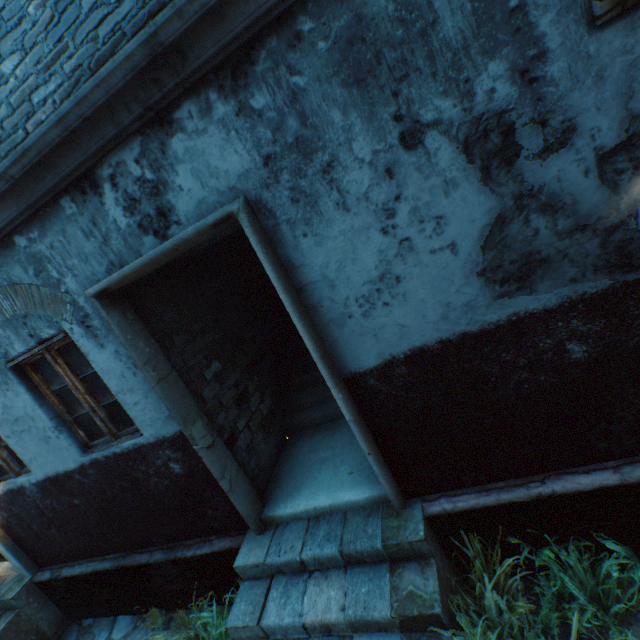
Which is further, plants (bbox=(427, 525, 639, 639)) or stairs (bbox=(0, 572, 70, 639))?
stairs (bbox=(0, 572, 70, 639))

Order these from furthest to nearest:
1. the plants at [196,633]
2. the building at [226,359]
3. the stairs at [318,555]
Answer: the plants at [196,633] → the stairs at [318,555] → the building at [226,359]

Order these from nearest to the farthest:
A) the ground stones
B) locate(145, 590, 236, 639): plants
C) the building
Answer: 1. the building
2. locate(145, 590, 236, 639): plants
3. the ground stones

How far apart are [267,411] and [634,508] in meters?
3.8

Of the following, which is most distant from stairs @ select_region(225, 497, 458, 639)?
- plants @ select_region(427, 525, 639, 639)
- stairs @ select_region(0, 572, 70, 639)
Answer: stairs @ select_region(0, 572, 70, 639)

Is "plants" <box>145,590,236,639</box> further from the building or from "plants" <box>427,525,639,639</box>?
"plants" <box>427,525,639,639</box>

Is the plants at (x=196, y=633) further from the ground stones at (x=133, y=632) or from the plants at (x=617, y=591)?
the plants at (x=617, y=591)

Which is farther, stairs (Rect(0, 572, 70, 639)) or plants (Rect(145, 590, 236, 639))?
stairs (Rect(0, 572, 70, 639))
